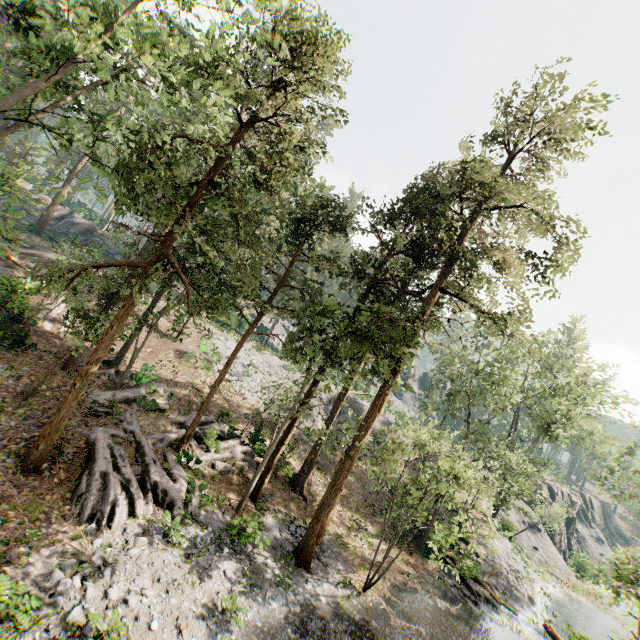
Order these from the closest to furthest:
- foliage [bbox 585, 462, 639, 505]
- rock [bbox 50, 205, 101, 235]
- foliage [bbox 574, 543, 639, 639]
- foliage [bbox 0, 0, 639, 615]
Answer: foliage [bbox 0, 0, 639, 615]
foliage [bbox 574, 543, 639, 639]
foliage [bbox 585, 462, 639, 505]
rock [bbox 50, 205, 101, 235]

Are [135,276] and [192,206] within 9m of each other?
yes

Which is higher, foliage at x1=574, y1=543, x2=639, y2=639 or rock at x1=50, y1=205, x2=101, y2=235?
rock at x1=50, y1=205, x2=101, y2=235

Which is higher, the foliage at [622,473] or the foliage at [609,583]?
the foliage at [622,473]

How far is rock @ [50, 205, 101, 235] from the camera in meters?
45.3 m

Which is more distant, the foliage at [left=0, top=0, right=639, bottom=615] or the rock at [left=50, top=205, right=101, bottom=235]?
the rock at [left=50, top=205, right=101, bottom=235]

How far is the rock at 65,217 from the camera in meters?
45.3 m
